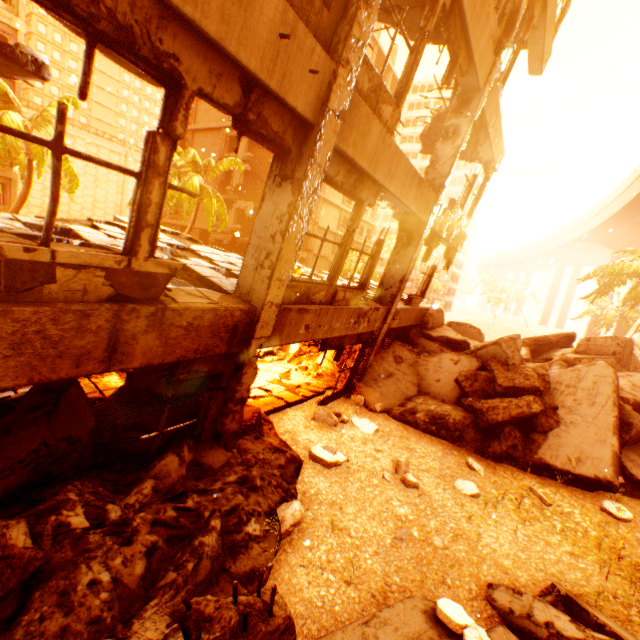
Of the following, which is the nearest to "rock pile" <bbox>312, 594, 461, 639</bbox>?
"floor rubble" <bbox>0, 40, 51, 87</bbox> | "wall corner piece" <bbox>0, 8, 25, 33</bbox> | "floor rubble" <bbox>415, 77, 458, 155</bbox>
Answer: "floor rubble" <bbox>0, 40, 51, 87</bbox>

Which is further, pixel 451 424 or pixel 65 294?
pixel 451 424

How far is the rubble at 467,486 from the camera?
6.0 meters

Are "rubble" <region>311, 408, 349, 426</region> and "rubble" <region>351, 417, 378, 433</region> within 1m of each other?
yes

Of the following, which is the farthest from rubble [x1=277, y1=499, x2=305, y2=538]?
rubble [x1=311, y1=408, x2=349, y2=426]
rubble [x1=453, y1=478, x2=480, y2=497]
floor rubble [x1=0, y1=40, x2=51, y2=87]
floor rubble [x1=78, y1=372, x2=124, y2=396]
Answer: floor rubble [x1=0, y1=40, x2=51, y2=87]

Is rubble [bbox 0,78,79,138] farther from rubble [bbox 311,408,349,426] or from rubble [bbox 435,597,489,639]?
rubble [bbox 311,408,349,426]

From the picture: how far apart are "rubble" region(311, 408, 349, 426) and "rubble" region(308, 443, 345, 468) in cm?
81

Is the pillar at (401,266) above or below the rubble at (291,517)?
above
